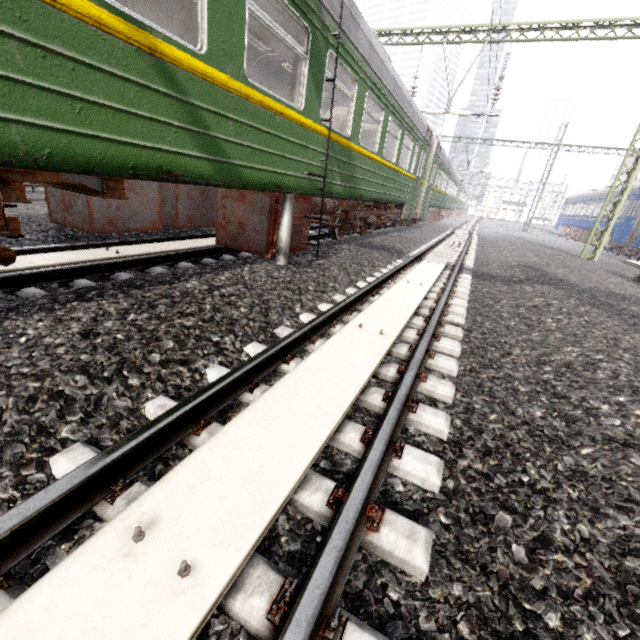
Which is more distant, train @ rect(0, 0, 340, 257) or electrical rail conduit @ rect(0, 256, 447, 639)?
train @ rect(0, 0, 340, 257)

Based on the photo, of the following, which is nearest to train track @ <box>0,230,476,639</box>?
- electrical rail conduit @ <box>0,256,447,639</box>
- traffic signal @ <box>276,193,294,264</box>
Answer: electrical rail conduit @ <box>0,256,447,639</box>

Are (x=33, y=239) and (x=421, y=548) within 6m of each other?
no

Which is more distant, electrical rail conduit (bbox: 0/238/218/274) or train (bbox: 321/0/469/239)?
train (bbox: 321/0/469/239)

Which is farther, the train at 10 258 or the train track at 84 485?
the train at 10 258

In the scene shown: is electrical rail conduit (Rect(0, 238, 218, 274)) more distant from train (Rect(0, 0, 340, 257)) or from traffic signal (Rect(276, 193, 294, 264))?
traffic signal (Rect(276, 193, 294, 264))

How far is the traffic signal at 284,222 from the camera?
5.0m

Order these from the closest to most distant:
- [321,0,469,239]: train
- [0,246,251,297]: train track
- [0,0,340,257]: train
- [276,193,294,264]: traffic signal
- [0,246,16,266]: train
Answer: Answer: [0,0,340,257]: train, [0,246,16,266]: train, [0,246,251,297]: train track, [276,193,294,264]: traffic signal, [321,0,469,239]: train
